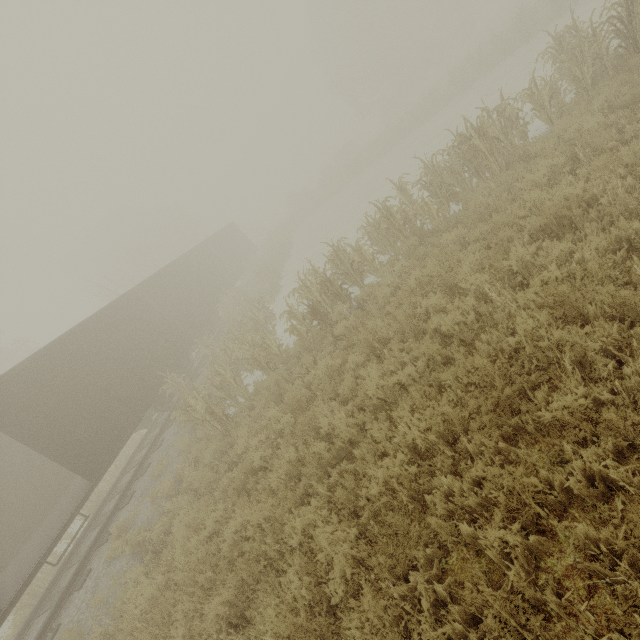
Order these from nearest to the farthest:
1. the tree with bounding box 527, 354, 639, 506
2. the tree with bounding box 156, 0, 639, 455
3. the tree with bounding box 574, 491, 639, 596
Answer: the tree with bounding box 574, 491, 639, 596 < the tree with bounding box 527, 354, 639, 506 < the tree with bounding box 156, 0, 639, 455

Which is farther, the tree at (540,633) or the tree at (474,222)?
the tree at (474,222)

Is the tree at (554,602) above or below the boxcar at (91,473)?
below

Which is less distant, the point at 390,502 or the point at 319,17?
the point at 390,502

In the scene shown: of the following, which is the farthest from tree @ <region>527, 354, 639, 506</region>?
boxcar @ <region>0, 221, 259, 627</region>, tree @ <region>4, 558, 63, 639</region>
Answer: tree @ <region>4, 558, 63, 639</region>

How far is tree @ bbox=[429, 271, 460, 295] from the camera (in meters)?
6.38
